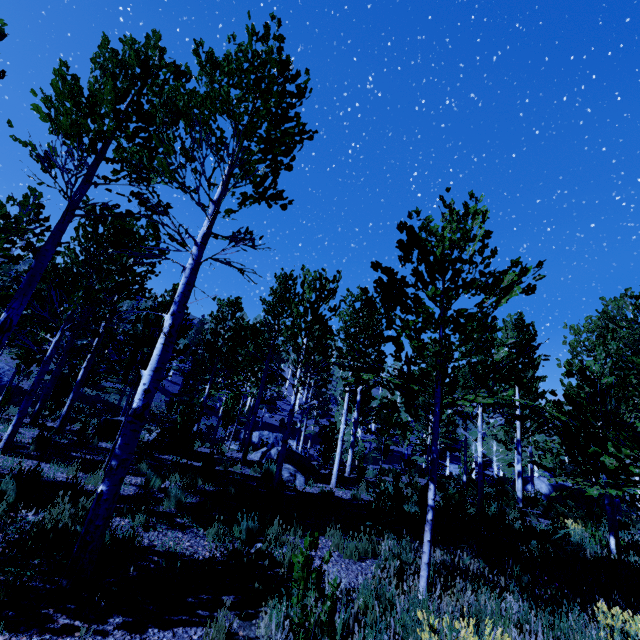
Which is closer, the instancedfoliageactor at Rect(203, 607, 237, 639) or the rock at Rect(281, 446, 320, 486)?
the instancedfoliageactor at Rect(203, 607, 237, 639)

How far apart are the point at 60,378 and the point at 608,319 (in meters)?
24.33

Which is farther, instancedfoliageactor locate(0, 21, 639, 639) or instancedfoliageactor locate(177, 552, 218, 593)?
instancedfoliageactor locate(0, 21, 639, 639)

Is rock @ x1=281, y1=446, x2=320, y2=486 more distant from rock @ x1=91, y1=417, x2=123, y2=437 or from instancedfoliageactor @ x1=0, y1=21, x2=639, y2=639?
rock @ x1=91, y1=417, x2=123, y2=437

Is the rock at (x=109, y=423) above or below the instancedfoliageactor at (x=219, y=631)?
above

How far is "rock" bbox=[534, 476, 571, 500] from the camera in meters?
27.5 m

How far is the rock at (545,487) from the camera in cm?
2748

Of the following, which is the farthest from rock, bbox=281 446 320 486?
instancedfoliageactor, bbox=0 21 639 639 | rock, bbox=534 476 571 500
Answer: rock, bbox=534 476 571 500
